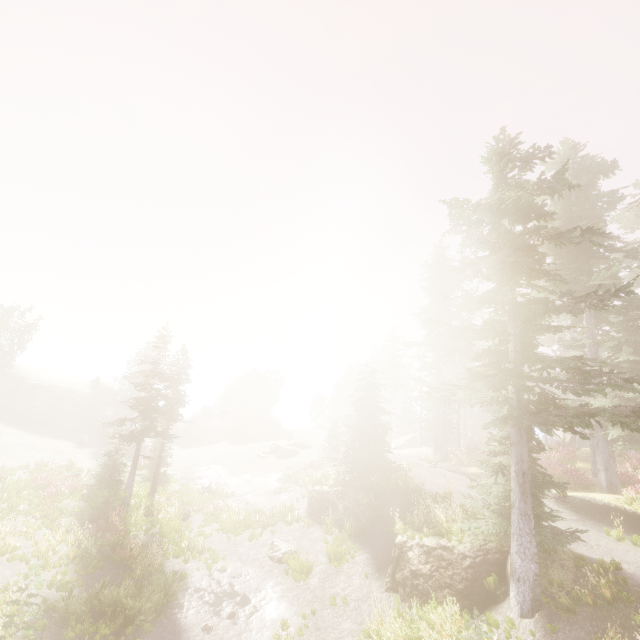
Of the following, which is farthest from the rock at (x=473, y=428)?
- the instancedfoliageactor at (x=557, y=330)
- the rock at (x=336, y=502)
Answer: the rock at (x=336, y=502)

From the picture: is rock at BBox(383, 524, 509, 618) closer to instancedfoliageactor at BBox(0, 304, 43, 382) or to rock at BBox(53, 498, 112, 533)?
instancedfoliageactor at BBox(0, 304, 43, 382)

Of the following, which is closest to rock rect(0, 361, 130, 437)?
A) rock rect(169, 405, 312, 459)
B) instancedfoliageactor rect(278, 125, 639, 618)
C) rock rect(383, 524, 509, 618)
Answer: instancedfoliageactor rect(278, 125, 639, 618)

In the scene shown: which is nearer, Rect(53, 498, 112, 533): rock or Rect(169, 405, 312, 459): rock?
Rect(53, 498, 112, 533): rock

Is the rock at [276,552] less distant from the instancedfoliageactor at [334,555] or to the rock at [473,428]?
the instancedfoliageactor at [334,555]

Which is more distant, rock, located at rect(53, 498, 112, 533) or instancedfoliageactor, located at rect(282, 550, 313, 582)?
rock, located at rect(53, 498, 112, 533)

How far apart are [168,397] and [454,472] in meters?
22.8 m
